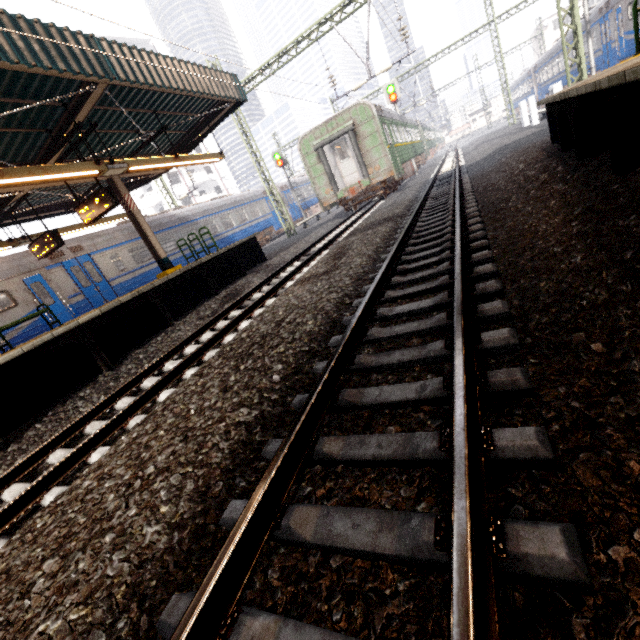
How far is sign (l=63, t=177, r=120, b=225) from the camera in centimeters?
834cm

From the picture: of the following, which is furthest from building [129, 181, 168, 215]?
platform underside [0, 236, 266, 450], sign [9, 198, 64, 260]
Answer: sign [9, 198, 64, 260]

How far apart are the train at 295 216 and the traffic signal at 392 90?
10.5 meters

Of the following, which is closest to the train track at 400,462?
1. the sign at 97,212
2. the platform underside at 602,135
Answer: the platform underside at 602,135

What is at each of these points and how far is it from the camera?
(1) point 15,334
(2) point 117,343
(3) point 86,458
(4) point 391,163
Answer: (1) train, 10.8 meters
(2) platform underside, 7.3 meters
(3) train track, 3.5 meters
(4) train, 14.9 meters

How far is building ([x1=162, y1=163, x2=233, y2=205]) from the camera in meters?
43.7

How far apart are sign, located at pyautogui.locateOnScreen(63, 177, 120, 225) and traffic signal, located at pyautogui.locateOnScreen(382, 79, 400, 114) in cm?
1907

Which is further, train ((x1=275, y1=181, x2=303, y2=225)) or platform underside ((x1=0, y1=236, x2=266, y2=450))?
train ((x1=275, y1=181, x2=303, y2=225))
